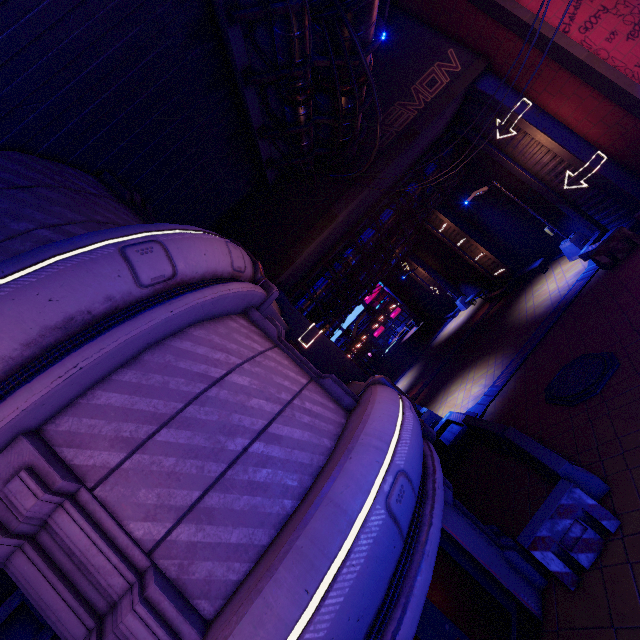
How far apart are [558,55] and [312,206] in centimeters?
1061cm

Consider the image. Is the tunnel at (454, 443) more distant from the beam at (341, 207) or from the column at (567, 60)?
the column at (567, 60)

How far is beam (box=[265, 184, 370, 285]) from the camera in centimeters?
1223cm

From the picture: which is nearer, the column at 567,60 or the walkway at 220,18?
the walkway at 220,18

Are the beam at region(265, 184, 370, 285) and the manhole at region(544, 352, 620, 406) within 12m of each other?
yes

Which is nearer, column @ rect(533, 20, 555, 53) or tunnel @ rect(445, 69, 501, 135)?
column @ rect(533, 20, 555, 53)

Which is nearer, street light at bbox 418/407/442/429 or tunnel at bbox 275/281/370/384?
tunnel at bbox 275/281/370/384

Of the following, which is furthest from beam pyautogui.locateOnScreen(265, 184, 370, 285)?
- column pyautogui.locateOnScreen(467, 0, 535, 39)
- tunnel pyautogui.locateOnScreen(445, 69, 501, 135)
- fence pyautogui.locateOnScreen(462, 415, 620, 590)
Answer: fence pyautogui.locateOnScreen(462, 415, 620, 590)
